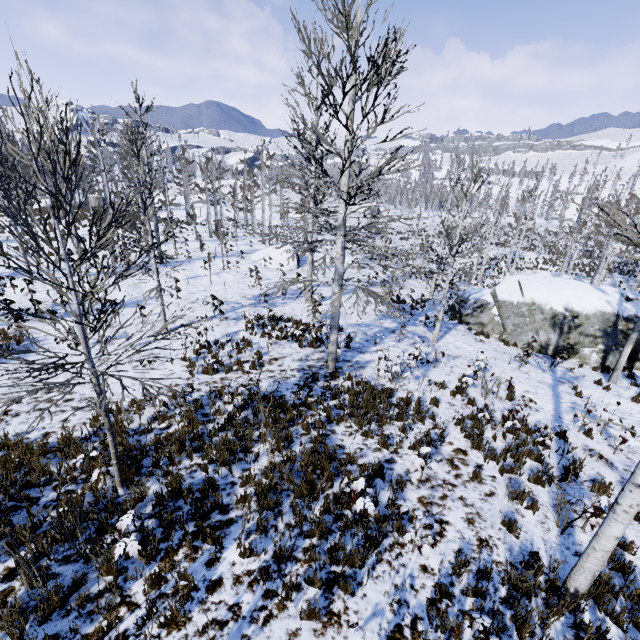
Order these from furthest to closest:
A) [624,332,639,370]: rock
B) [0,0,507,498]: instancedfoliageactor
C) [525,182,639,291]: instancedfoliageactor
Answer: [624,332,639,370]: rock
[0,0,507,498]: instancedfoliageactor
[525,182,639,291]: instancedfoliageactor

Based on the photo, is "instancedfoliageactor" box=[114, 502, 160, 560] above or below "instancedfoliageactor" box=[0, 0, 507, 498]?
below

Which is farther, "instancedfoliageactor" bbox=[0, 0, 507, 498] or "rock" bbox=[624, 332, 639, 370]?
"rock" bbox=[624, 332, 639, 370]

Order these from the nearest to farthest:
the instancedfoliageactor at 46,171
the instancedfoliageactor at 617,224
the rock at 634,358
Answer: the instancedfoliageactor at 617,224 < the instancedfoliageactor at 46,171 < the rock at 634,358

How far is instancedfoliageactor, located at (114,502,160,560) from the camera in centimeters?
432cm

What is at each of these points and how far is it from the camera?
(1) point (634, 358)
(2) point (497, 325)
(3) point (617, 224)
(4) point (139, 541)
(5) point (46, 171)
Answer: (1) rock, 14.98m
(2) rock, 17.44m
(3) instancedfoliageactor, 3.48m
(4) instancedfoliageactor, 4.47m
(5) instancedfoliageactor, 19.98m

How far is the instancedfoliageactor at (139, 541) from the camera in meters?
4.3 m
